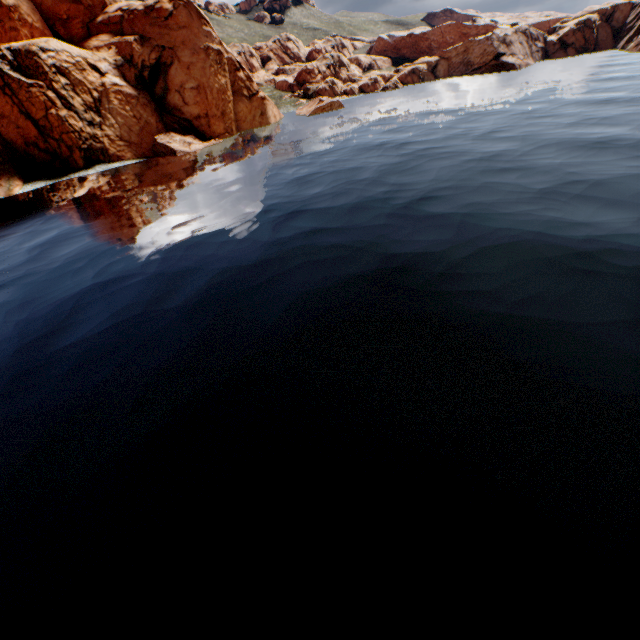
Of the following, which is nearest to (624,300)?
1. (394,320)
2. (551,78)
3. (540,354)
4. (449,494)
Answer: (540,354)
